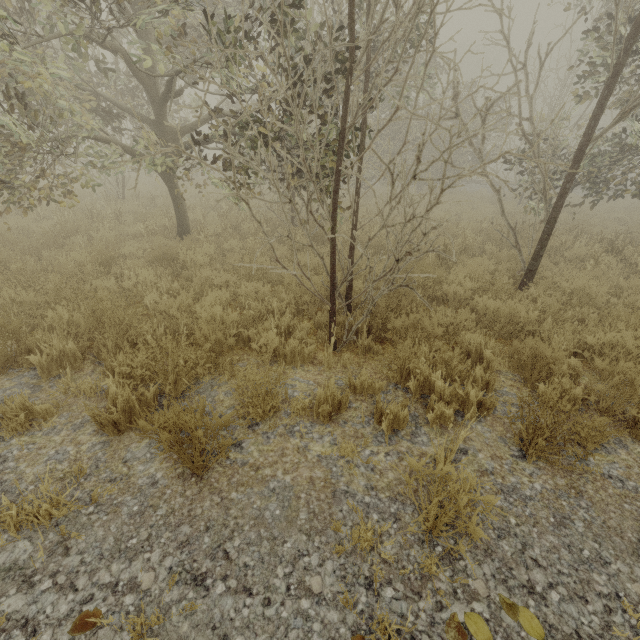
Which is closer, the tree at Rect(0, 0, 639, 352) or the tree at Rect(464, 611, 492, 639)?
the tree at Rect(464, 611, 492, 639)

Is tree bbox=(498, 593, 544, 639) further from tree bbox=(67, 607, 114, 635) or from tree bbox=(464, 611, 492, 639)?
tree bbox=(67, 607, 114, 635)

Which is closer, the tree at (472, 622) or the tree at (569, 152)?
the tree at (472, 622)

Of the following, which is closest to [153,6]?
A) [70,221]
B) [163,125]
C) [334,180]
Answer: [163,125]

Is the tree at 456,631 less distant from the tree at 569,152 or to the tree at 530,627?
the tree at 530,627

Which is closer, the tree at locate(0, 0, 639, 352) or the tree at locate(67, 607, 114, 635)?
the tree at locate(67, 607, 114, 635)

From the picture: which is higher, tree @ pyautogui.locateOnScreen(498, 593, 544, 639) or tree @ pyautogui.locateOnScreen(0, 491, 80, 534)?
tree @ pyautogui.locateOnScreen(0, 491, 80, 534)
